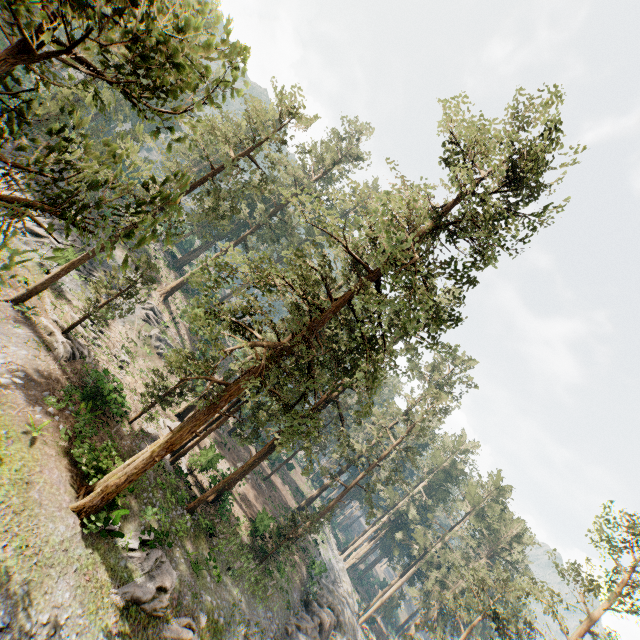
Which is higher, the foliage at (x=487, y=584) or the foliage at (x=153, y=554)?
the foliage at (x=487, y=584)

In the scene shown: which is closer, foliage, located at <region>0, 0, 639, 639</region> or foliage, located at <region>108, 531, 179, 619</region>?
foliage, located at <region>0, 0, 639, 639</region>

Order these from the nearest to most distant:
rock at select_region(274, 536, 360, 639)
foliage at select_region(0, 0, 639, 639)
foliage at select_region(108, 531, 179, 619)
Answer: foliage at select_region(0, 0, 639, 639) → foliage at select_region(108, 531, 179, 619) → rock at select_region(274, 536, 360, 639)

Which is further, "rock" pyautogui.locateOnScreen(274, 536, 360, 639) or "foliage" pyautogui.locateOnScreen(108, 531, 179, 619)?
"rock" pyautogui.locateOnScreen(274, 536, 360, 639)

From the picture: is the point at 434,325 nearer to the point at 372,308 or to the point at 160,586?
the point at 372,308

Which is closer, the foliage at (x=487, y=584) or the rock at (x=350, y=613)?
the foliage at (x=487, y=584)

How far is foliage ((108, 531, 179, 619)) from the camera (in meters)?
15.27
